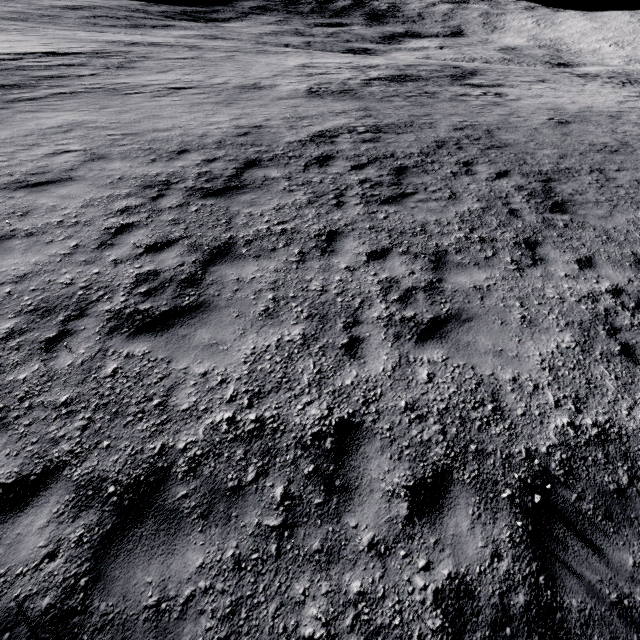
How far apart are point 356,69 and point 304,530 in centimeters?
2794cm
